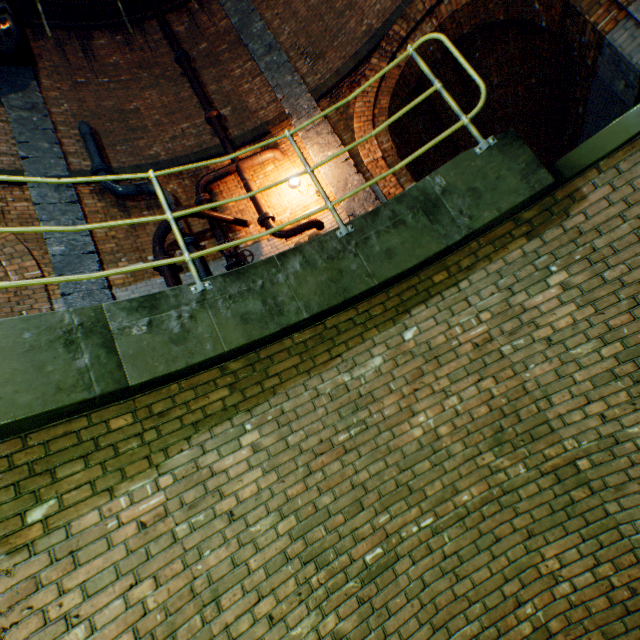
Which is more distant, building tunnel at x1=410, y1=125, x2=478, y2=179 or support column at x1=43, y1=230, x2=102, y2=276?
building tunnel at x1=410, y1=125, x2=478, y2=179

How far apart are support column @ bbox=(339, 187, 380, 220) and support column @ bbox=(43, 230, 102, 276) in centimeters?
467cm

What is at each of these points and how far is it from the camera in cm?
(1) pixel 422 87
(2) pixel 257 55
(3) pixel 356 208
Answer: (1) building tunnel, 835
(2) support column, 779
(3) support column, 663

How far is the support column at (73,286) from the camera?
5.3m

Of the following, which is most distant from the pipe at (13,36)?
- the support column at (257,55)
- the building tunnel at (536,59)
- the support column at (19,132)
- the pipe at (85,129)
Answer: the building tunnel at (536,59)

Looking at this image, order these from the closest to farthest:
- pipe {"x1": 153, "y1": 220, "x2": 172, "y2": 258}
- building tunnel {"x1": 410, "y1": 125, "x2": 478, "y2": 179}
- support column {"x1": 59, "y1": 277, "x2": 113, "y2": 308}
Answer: support column {"x1": 59, "y1": 277, "x2": 113, "y2": 308} → pipe {"x1": 153, "y1": 220, "x2": 172, "y2": 258} → building tunnel {"x1": 410, "y1": 125, "x2": 478, "y2": 179}

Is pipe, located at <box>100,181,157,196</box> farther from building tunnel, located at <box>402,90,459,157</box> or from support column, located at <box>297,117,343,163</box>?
building tunnel, located at <box>402,90,459,157</box>

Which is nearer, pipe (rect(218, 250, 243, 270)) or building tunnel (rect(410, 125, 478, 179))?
pipe (rect(218, 250, 243, 270))
